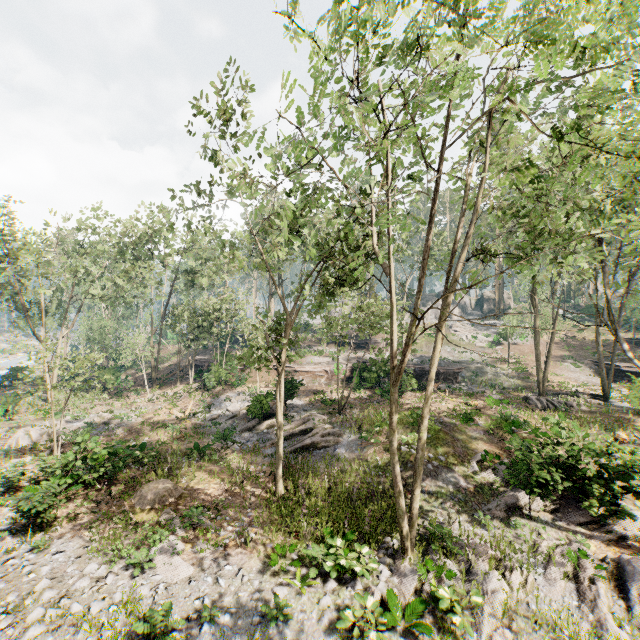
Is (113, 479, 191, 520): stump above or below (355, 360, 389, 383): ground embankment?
below

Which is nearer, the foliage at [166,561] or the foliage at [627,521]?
the foliage at [166,561]

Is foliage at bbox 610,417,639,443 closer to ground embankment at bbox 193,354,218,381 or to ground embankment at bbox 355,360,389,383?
ground embankment at bbox 355,360,389,383

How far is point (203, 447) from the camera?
20.00m

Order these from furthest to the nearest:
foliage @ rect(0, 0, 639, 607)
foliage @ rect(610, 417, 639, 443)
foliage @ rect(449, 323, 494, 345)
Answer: foliage @ rect(449, 323, 494, 345) < foliage @ rect(610, 417, 639, 443) < foliage @ rect(0, 0, 639, 607)

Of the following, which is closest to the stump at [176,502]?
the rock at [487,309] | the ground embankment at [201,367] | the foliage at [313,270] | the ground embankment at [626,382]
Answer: the foliage at [313,270]

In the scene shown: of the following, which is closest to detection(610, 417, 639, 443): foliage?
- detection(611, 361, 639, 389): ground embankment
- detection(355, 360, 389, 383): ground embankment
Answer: detection(355, 360, 389, 383): ground embankment
